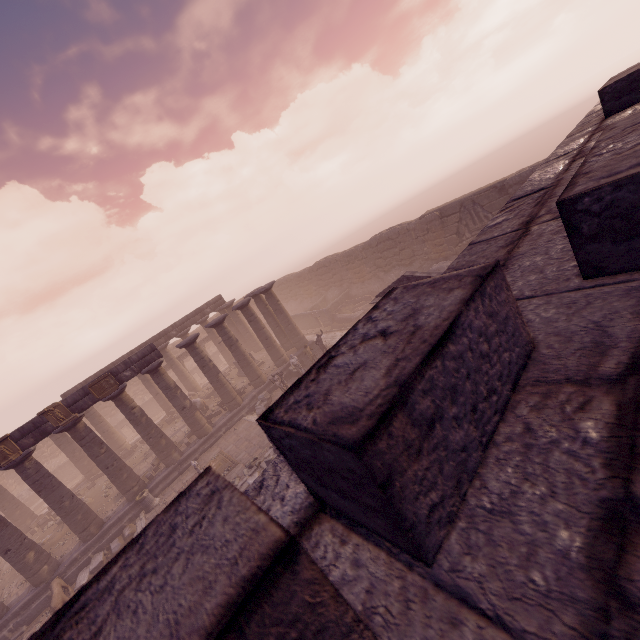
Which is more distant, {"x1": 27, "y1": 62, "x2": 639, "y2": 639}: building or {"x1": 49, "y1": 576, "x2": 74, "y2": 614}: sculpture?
{"x1": 49, "y1": 576, "x2": 74, "y2": 614}: sculpture

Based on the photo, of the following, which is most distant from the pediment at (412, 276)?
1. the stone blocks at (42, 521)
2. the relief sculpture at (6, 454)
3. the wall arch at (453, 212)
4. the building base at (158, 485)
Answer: the stone blocks at (42, 521)

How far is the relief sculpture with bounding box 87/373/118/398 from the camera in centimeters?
1655cm

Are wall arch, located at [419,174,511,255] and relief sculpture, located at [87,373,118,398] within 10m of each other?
no

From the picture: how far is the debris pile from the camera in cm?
1473

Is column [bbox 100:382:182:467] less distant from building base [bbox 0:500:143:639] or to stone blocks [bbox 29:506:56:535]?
building base [bbox 0:500:143:639]

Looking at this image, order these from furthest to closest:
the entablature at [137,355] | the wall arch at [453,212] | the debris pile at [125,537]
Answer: the wall arch at [453,212], the entablature at [137,355], the debris pile at [125,537]

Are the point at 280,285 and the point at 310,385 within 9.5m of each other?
no
